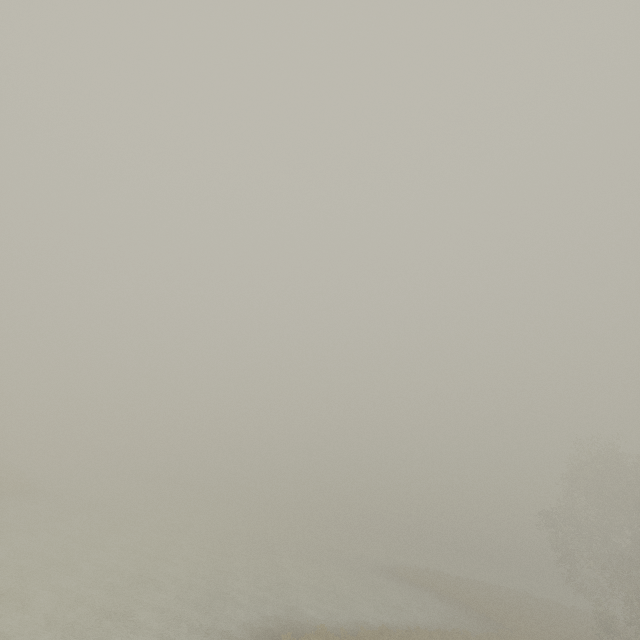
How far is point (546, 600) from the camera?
44.1 meters
